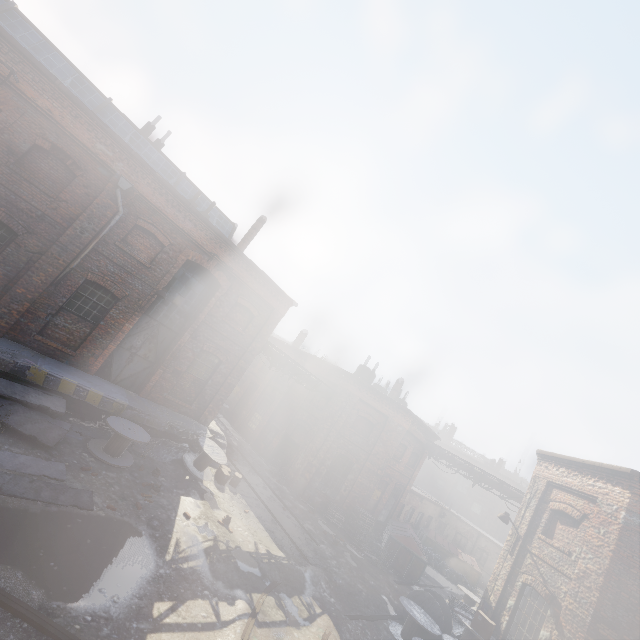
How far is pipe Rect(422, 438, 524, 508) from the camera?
18.77m

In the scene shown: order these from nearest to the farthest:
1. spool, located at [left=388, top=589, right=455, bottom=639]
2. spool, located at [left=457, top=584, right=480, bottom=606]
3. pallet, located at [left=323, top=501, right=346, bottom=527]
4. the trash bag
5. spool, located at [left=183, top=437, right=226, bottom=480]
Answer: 1. spool, located at [left=388, top=589, right=455, bottom=639]
2. spool, located at [left=183, top=437, right=226, bottom=480]
3. spool, located at [left=457, top=584, right=480, bottom=606]
4. pallet, located at [left=323, top=501, right=346, bottom=527]
5. the trash bag

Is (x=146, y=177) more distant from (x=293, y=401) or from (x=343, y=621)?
(x=293, y=401)

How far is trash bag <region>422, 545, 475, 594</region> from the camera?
22.42m

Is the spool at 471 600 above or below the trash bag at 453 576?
above

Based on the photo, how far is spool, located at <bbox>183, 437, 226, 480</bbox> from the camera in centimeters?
1286cm

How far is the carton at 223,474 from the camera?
13.6m

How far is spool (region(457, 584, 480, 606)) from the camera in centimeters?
1759cm
